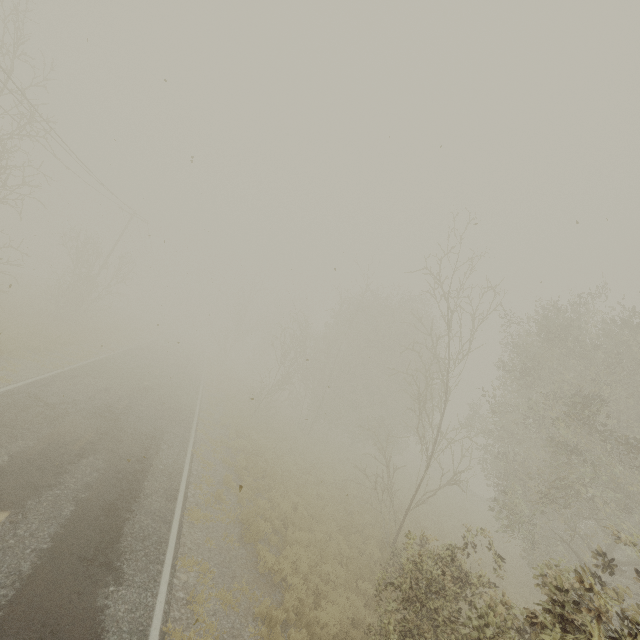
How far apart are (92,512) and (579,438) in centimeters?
1540cm
